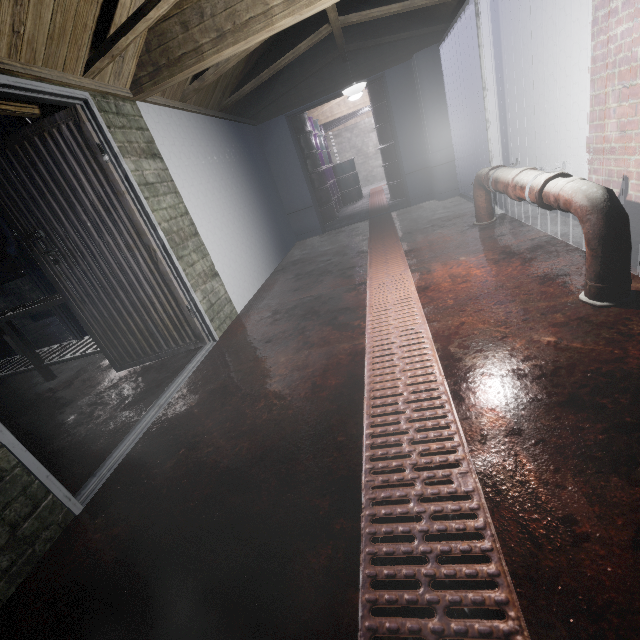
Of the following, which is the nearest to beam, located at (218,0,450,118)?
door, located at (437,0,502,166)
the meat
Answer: door, located at (437,0,502,166)

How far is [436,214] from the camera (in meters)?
4.45

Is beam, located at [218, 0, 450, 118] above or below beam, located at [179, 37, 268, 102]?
above

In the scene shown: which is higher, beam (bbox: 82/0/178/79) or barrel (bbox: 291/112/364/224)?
beam (bbox: 82/0/178/79)

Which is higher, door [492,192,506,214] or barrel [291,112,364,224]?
barrel [291,112,364,224]

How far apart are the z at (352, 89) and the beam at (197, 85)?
0.5 meters

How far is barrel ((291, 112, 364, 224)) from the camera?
6.2m

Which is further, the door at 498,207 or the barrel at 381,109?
the barrel at 381,109
